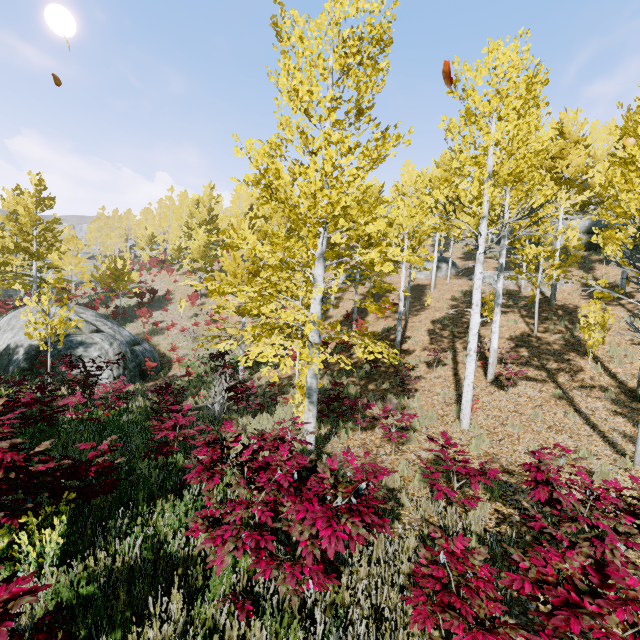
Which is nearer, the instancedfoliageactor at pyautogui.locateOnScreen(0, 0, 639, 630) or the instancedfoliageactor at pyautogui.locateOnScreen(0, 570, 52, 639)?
the instancedfoliageactor at pyautogui.locateOnScreen(0, 570, 52, 639)

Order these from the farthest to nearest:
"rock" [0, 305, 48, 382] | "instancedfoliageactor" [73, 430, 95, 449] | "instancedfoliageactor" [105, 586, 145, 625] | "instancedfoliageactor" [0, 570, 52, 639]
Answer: "rock" [0, 305, 48, 382] < "instancedfoliageactor" [73, 430, 95, 449] < "instancedfoliageactor" [105, 586, 145, 625] < "instancedfoliageactor" [0, 570, 52, 639]

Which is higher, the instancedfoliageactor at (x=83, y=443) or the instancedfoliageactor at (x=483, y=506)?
the instancedfoliageactor at (x=83, y=443)

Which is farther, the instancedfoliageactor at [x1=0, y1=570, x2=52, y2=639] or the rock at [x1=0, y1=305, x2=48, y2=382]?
the rock at [x1=0, y1=305, x2=48, y2=382]

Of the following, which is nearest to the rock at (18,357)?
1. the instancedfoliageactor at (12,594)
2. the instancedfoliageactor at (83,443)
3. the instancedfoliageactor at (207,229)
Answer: the instancedfoliageactor at (83,443)

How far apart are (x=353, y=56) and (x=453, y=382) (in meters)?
10.82

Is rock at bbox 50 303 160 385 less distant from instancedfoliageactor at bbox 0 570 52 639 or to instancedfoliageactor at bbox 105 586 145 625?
instancedfoliageactor at bbox 105 586 145 625

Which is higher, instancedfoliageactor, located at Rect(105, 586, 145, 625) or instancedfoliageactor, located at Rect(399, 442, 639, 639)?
instancedfoliageactor, located at Rect(399, 442, 639, 639)
